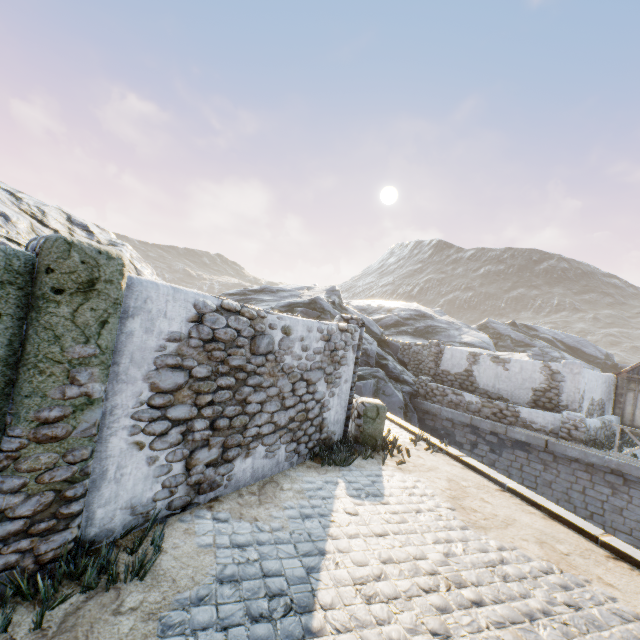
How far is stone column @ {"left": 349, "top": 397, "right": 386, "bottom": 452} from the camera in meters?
7.9 m

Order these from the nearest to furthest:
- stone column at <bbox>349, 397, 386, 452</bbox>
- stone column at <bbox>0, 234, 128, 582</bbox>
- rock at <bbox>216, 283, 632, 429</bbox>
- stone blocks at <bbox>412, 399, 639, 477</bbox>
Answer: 1. stone column at <bbox>0, 234, 128, 582</bbox>
2. stone column at <bbox>349, 397, 386, 452</bbox>
3. stone blocks at <bbox>412, 399, 639, 477</bbox>
4. rock at <bbox>216, 283, 632, 429</bbox>

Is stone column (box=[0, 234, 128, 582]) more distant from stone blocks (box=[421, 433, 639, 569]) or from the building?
the building

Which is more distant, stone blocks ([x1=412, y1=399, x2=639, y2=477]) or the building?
the building

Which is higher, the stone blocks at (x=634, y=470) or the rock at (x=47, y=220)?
the rock at (x=47, y=220)

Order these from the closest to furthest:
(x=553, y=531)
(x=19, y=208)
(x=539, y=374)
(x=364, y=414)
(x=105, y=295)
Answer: (x=105, y=295), (x=553, y=531), (x=364, y=414), (x=19, y=208), (x=539, y=374)

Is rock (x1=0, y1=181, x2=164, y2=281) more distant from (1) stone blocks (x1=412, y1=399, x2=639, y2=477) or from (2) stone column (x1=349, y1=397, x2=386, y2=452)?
(2) stone column (x1=349, y1=397, x2=386, y2=452)
